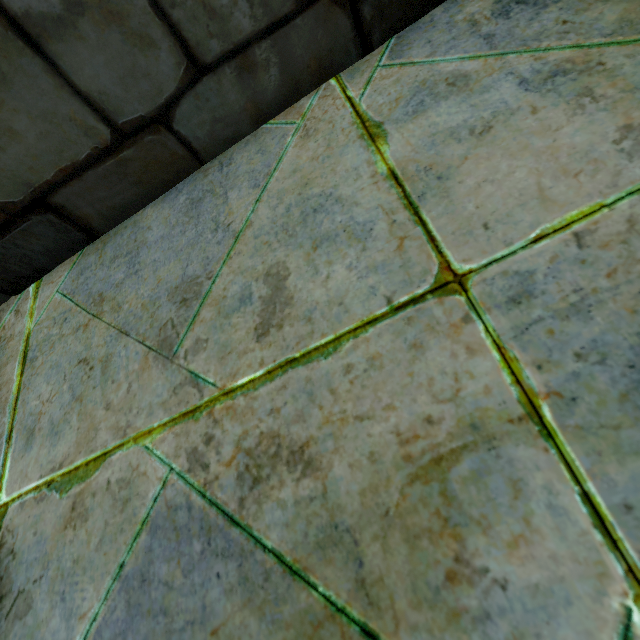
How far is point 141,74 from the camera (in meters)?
0.76
